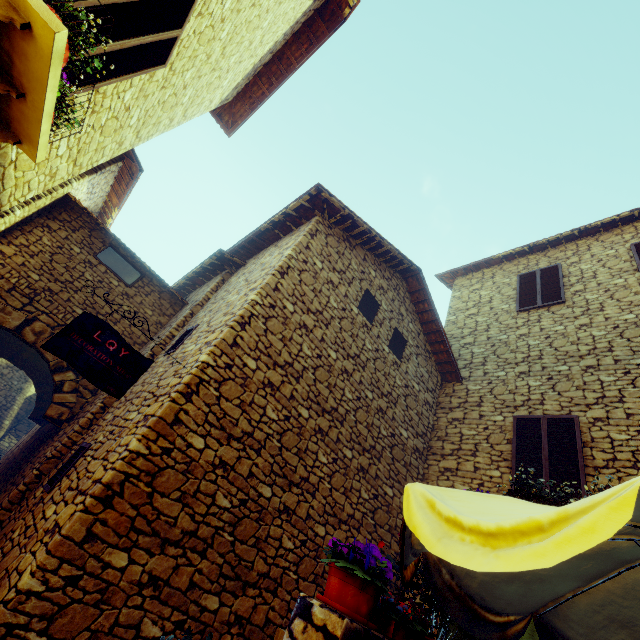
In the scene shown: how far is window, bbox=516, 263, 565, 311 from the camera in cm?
845

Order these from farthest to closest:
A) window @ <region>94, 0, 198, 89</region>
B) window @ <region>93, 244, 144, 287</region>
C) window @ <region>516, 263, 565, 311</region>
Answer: window @ <region>516, 263, 565, 311</region>, window @ <region>93, 244, 144, 287</region>, window @ <region>94, 0, 198, 89</region>

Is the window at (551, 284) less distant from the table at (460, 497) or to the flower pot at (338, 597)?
the table at (460, 497)

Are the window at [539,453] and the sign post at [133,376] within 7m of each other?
yes

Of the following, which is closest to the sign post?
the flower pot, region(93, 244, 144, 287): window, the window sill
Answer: the window sill

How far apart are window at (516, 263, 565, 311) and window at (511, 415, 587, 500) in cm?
333

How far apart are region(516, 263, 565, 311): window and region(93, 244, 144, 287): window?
9.9 meters

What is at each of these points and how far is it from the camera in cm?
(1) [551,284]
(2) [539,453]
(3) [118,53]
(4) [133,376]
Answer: (1) window, 880
(2) window, 606
(3) window, 331
(4) sign post, 387
